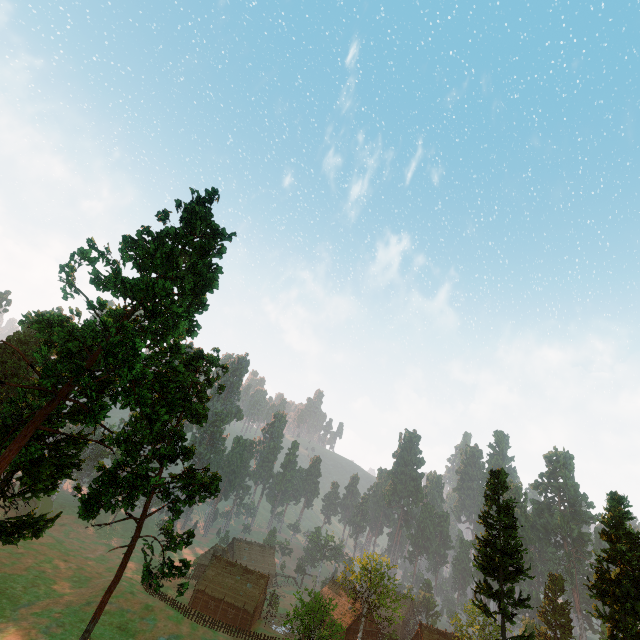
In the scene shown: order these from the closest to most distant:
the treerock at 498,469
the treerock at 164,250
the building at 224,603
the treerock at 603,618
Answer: the treerock at 164,250, the treerock at 603,618, the treerock at 498,469, the building at 224,603

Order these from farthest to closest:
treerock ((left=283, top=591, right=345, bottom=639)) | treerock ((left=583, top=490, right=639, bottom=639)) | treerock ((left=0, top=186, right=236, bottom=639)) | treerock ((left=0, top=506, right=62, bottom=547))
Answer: treerock ((left=283, top=591, right=345, bottom=639))
treerock ((left=583, top=490, right=639, bottom=639))
treerock ((left=0, top=506, right=62, bottom=547))
treerock ((left=0, top=186, right=236, bottom=639))

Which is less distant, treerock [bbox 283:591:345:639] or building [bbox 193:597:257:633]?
treerock [bbox 283:591:345:639]

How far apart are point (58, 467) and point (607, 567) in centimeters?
5265cm

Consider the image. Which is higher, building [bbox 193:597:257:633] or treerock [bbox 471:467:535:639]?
treerock [bbox 471:467:535:639]

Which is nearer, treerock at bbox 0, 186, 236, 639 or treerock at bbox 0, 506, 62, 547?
treerock at bbox 0, 186, 236, 639

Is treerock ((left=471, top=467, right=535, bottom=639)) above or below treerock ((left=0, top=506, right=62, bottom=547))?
above

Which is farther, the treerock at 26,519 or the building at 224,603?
the building at 224,603
